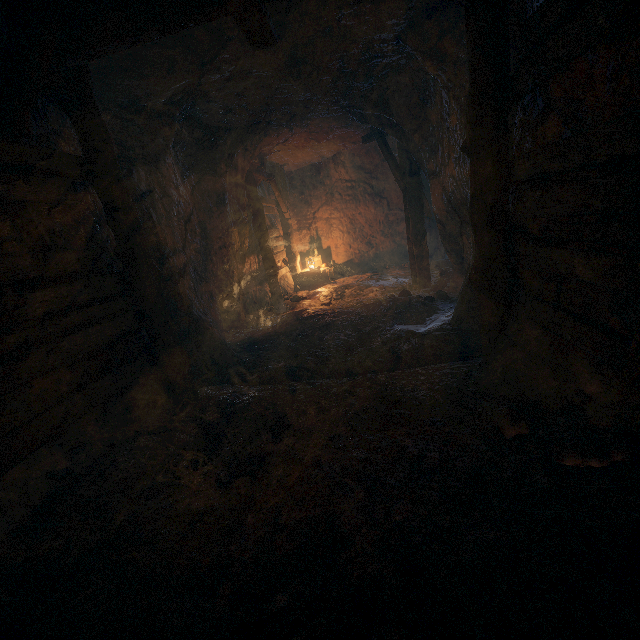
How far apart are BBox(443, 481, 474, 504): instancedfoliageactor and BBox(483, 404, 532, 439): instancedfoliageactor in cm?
69

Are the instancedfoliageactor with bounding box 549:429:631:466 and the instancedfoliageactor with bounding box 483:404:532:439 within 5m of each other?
yes

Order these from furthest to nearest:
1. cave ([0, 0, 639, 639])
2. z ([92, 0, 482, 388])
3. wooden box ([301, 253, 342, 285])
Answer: wooden box ([301, 253, 342, 285]) → z ([92, 0, 482, 388]) → cave ([0, 0, 639, 639])

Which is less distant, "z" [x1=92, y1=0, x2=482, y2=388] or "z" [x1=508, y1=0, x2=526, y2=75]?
"z" [x1=508, y1=0, x2=526, y2=75]

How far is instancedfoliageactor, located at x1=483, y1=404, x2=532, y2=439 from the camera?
2.8m

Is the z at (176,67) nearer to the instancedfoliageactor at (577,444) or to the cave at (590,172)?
the cave at (590,172)

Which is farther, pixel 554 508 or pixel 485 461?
pixel 485 461
